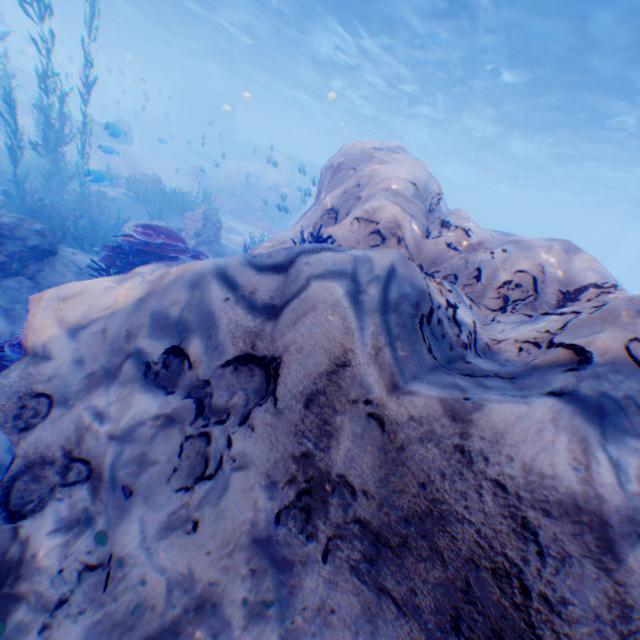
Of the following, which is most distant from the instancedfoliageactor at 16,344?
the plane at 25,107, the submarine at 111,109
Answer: the plane at 25,107

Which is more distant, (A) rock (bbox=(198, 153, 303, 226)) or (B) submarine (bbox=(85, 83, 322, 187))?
(B) submarine (bbox=(85, 83, 322, 187))

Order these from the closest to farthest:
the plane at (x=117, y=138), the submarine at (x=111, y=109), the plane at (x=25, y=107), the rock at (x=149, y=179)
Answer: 1. the plane at (x=117, y=138)
2. the rock at (x=149, y=179)
3. the plane at (x=25, y=107)
4. the submarine at (x=111, y=109)

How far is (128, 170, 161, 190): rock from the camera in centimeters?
1778cm

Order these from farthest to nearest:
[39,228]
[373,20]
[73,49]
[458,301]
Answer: [73,49], [373,20], [39,228], [458,301]

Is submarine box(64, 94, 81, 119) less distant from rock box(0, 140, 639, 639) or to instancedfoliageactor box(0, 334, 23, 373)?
rock box(0, 140, 639, 639)

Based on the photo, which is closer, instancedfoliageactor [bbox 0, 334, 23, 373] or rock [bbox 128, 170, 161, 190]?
instancedfoliageactor [bbox 0, 334, 23, 373]

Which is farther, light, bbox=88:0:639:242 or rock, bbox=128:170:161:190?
rock, bbox=128:170:161:190
